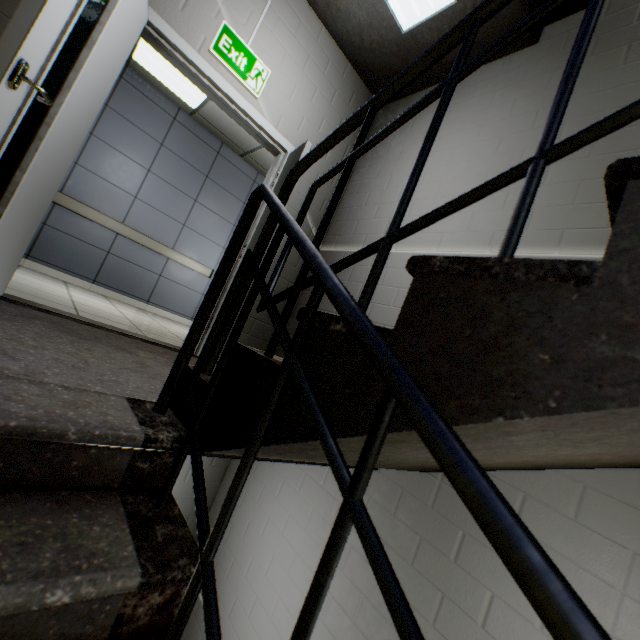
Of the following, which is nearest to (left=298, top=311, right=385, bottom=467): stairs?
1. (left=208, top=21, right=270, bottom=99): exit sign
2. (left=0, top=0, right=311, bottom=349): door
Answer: (left=0, top=0, right=311, bottom=349): door

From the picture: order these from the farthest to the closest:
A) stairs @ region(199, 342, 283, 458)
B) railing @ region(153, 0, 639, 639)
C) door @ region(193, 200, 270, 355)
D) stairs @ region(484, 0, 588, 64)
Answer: door @ region(193, 200, 270, 355), stairs @ region(484, 0, 588, 64), stairs @ region(199, 342, 283, 458), railing @ region(153, 0, 639, 639)

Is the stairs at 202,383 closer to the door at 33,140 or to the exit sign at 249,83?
the door at 33,140

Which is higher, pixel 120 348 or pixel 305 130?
pixel 305 130

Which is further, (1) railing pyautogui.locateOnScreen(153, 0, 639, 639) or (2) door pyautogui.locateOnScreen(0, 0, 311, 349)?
(2) door pyautogui.locateOnScreen(0, 0, 311, 349)

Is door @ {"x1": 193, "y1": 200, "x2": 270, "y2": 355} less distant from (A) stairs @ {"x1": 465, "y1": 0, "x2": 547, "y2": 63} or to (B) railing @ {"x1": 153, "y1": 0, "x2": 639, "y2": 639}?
(A) stairs @ {"x1": 465, "y1": 0, "x2": 547, "y2": 63}

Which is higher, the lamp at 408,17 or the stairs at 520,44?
the stairs at 520,44

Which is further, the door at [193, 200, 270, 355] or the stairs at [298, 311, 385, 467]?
the door at [193, 200, 270, 355]
